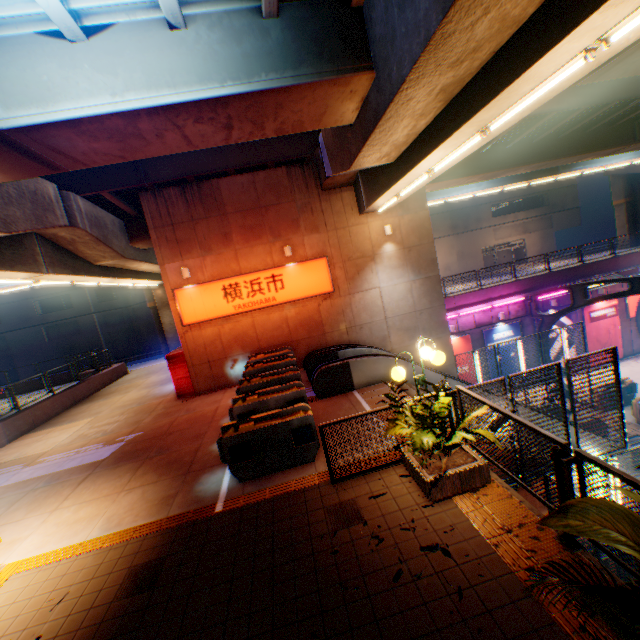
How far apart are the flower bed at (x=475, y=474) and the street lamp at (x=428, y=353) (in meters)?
0.38

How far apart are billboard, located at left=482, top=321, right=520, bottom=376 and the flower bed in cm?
1634

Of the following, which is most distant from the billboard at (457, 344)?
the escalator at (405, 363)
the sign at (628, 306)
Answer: the sign at (628, 306)

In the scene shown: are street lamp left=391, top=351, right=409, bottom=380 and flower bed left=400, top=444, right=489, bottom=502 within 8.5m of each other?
yes

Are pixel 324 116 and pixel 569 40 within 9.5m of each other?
yes

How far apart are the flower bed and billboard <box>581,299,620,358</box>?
21.4 meters

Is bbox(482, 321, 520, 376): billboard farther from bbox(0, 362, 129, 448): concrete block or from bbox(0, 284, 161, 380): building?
bbox(0, 284, 161, 380): building

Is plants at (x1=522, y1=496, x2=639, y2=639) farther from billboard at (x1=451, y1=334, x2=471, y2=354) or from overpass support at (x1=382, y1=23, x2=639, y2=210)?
billboard at (x1=451, y1=334, x2=471, y2=354)
